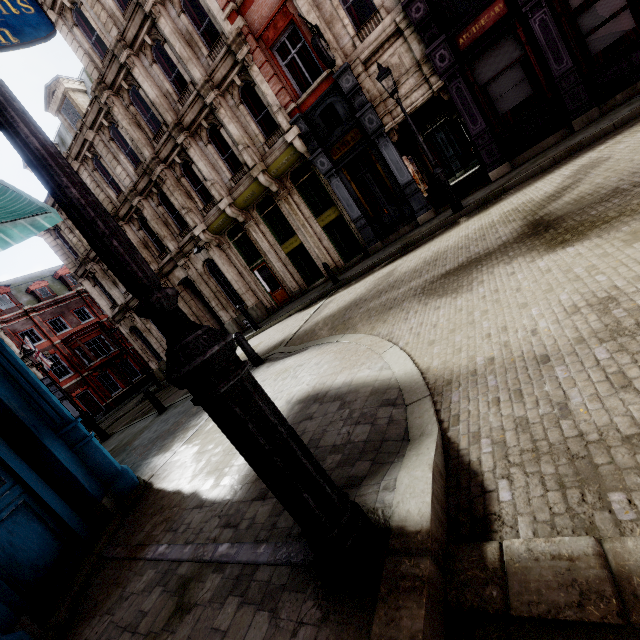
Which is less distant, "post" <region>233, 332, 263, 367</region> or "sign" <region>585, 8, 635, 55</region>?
"post" <region>233, 332, 263, 367</region>

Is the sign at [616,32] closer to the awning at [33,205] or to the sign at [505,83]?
the sign at [505,83]

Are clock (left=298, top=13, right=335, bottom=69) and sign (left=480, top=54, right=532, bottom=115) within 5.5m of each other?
yes

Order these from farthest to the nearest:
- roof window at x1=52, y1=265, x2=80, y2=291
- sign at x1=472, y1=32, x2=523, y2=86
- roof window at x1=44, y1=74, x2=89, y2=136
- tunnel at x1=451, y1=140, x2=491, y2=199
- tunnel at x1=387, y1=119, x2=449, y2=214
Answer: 1. roof window at x1=52, y1=265, x2=80, y2=291
2. roof window at x1=44, y1=74, x2=89, y2=136
3. tunnel at x1=387, y1=119, x2=449, y2=214
4. tunnel at x1=451, y1=140, x2=491, y2=199
5. sign at x1=472, y1=32, x2=523, y2=86

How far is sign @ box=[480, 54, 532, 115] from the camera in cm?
1016

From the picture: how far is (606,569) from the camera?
1.2m

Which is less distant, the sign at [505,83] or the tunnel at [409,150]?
the sign at [505,83]

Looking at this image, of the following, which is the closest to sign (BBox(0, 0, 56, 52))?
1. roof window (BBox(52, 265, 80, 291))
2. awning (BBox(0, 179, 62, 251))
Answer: awning (BBox(0, 179, 62, 251))
